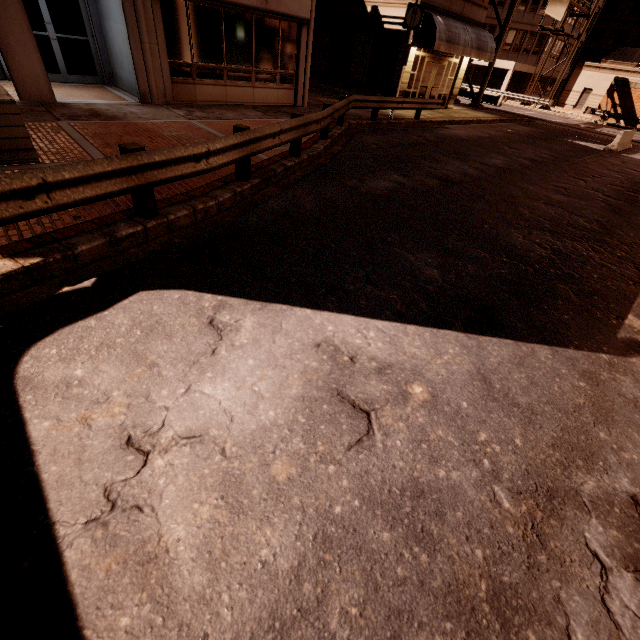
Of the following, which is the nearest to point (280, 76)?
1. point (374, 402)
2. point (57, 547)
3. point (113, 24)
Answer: point (113, 24)

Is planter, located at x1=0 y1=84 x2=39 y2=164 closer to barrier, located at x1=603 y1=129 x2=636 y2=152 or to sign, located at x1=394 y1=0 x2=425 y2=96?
sign, located at x1=394 y1=0 x2=425 y2=96

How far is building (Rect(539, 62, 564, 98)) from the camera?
46.31m

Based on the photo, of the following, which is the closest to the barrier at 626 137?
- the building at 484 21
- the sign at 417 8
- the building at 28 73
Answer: the building at 28 73

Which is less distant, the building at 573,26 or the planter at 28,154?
the planter at 28,154

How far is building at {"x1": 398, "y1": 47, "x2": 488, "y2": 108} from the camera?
18.94m

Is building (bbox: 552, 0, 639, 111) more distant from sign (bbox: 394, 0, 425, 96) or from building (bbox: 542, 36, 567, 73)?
sign (bbox: 394, 0, 425, 96)
